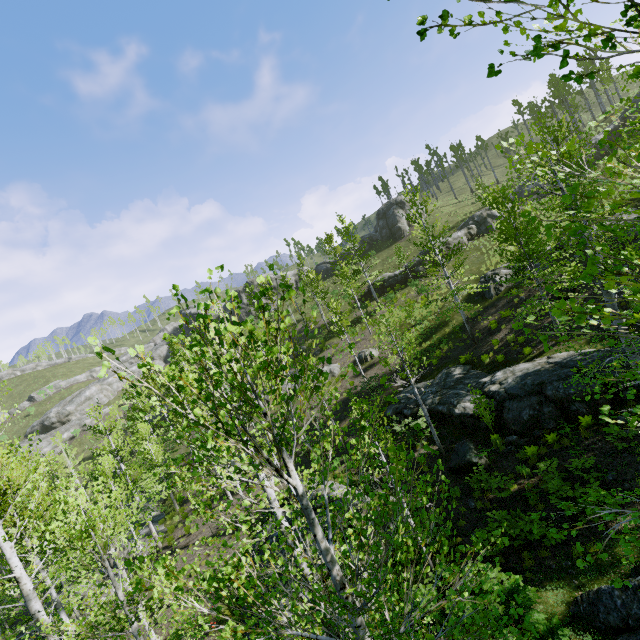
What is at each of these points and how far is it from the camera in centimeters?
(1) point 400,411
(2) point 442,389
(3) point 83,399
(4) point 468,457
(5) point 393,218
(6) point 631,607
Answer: (1) rock, 2016cm
(2) rock, 1930cm
(3) rock, 5556cm
(4) rock, 1361cm
(5) rock, 5159cm
(6) rock, 643cm

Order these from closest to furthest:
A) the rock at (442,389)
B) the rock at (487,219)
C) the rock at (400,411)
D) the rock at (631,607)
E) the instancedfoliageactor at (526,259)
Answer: the instancedfoliageactor at (526,259), the rock at (631,607), the rock at (442,389), the rock at (400,411), the rock at (487,219)

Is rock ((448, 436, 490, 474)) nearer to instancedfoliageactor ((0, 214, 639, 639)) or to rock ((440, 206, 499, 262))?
instancedfoliageactor ((0, 214, 639, 639))

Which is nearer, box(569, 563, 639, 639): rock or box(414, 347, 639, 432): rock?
box(569, 563, 639, 639): rock

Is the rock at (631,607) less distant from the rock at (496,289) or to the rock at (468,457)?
the rock at (468,457)

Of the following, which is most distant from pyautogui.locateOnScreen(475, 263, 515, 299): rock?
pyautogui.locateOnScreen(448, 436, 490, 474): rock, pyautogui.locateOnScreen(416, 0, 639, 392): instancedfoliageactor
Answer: pyautogui.locateOnScreen(416, 0, 639, 392): instancedfoliageactor

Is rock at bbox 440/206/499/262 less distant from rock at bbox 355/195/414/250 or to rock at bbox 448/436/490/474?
rock at bbox 355/195/414/250

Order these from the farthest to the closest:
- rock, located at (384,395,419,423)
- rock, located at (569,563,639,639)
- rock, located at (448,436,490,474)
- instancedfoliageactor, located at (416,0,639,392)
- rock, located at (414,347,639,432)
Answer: rock, located at (384,395,419,423) → rock, located at (448,436,490,474) → rock, located at (414,347,639,432) → rock, located at (569,563,639,639) → instancedfoliageactor, located at (416,0,639,392)
